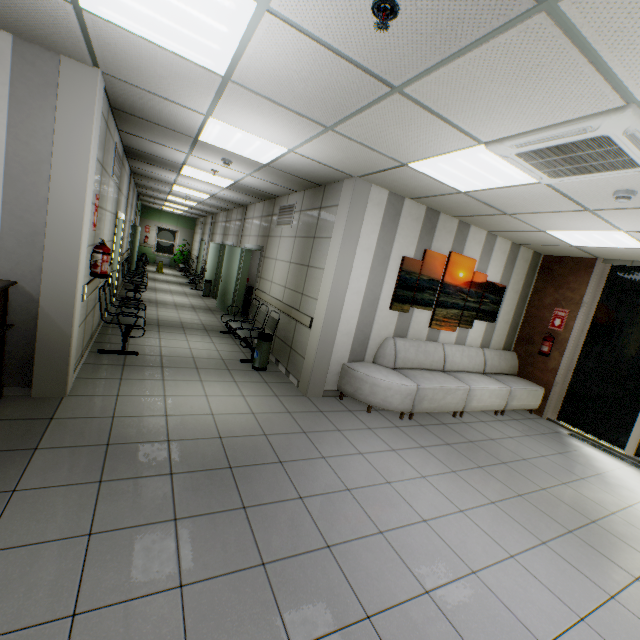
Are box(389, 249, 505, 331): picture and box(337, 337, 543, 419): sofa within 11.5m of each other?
yes

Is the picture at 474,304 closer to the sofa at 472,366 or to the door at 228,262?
the sofa at 472,366

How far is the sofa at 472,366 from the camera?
4.76m

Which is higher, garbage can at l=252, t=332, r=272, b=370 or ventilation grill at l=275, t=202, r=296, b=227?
ventilation grill at l=275, t=202, r=296, b=227

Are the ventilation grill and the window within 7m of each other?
no

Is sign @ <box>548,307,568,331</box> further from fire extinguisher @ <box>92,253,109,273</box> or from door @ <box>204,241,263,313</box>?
fire extinguisher @ <box>92,253,109,273</box>

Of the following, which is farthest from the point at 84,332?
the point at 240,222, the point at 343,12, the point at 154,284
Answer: the point at 154,284

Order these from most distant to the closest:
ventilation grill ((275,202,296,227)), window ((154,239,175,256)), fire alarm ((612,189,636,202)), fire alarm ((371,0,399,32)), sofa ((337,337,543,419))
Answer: window ((154,239,175,256)) < ventilation grill ((275,202,296,227)) < sofa ((337,337,543,419)) < fire alarm ((612,189,636,202)) < fire alarm ((371,0,399,32))
